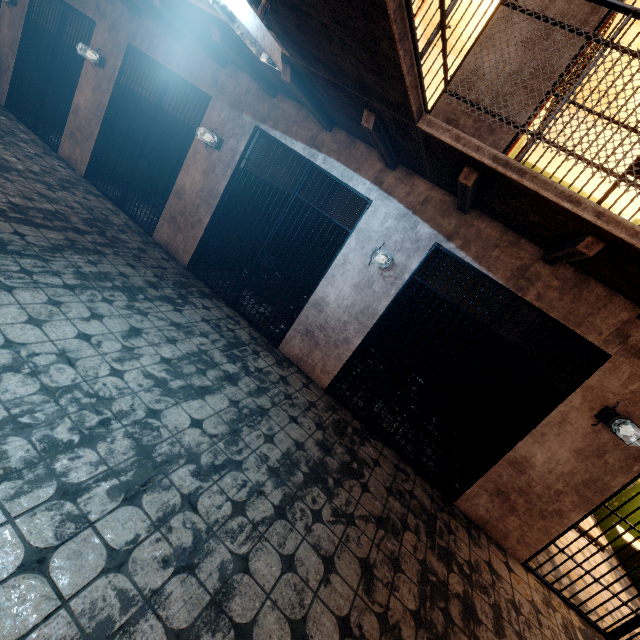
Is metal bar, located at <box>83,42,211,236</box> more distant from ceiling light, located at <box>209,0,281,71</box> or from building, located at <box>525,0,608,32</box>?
ceiling light, located at <box>209,0,281,71</box>

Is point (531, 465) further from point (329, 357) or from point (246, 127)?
point (246, 127)

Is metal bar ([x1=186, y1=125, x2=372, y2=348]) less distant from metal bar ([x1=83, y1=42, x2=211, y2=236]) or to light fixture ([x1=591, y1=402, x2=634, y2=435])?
metal bar ([x1=83, y1=42, x2=211, y2=236])

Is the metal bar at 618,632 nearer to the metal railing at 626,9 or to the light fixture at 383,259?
the metal railing at 626,9

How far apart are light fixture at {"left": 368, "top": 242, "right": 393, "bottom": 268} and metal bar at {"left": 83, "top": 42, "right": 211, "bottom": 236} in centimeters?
338cm

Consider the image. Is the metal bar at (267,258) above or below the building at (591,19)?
below

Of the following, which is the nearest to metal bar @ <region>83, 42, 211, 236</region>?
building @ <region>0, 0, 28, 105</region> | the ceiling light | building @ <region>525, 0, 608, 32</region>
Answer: building @ <region>0, 0, 28, 105</region>

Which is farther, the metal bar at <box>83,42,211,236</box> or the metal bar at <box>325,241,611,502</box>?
the metal bar at <box>83,42,211,236</box>
